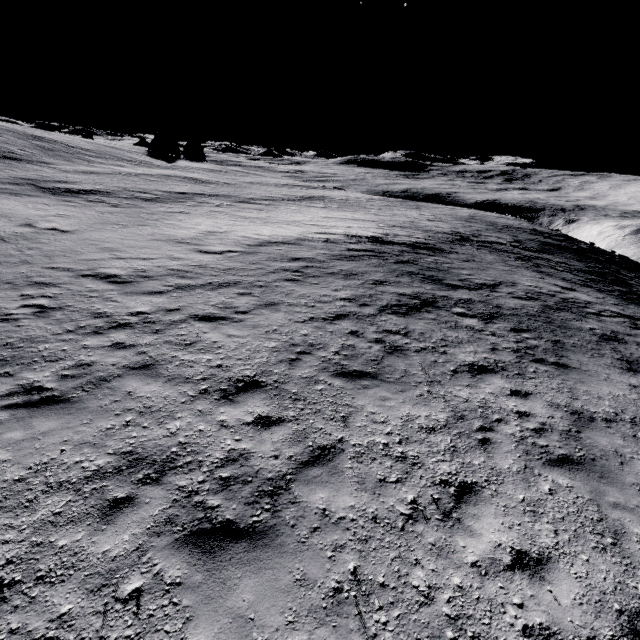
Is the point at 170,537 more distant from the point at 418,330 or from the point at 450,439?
the point at 418,330
